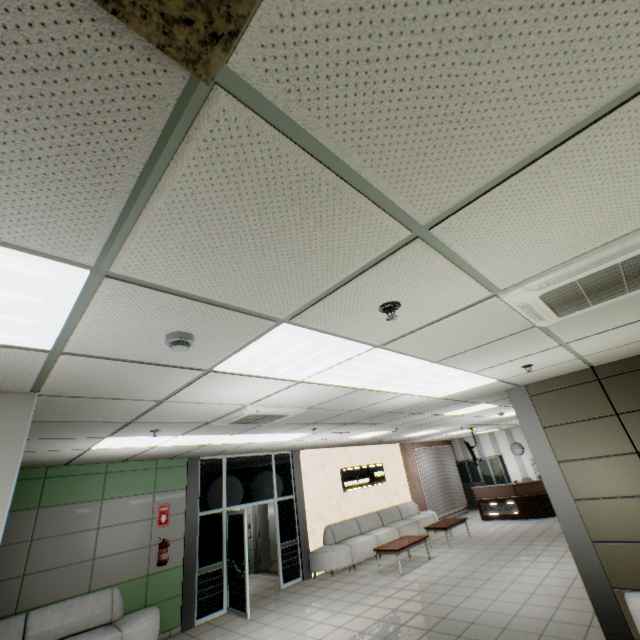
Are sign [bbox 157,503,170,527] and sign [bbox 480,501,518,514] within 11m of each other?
no

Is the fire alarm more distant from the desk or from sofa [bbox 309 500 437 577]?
the desk

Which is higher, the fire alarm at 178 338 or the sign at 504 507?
the fire alarm at 178 338

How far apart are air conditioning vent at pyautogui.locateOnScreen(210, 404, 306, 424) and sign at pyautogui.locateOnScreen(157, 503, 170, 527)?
4.13m

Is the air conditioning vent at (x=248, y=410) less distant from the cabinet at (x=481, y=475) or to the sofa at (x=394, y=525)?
the sofa at (x=394, y=525)

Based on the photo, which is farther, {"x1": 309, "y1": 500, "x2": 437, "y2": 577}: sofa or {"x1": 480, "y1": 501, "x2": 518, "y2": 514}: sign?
{"x1": 480, "y1": 501, "x2": 518, "y2": 514}: sign

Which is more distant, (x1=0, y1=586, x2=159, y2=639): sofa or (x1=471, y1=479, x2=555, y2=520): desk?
(x1=471, y1=479, x2=555, y2=520): desk

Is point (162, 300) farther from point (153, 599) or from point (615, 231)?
point (153, 599)
